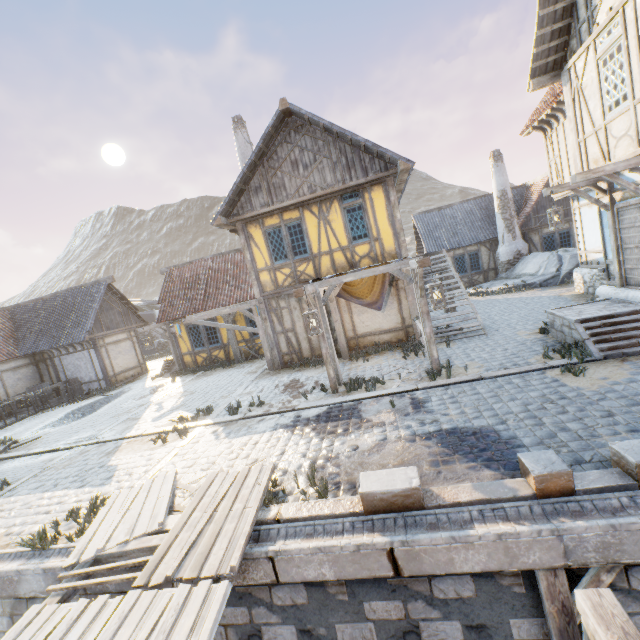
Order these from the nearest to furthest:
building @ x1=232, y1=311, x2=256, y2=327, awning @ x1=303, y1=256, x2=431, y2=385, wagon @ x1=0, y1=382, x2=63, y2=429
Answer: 1. awning @ x1=303, y1=256, x2=431, y2=385
2. wagon @ x1=0, y1=382, x2=63, y2=429
3. building @ x1=232, y1=311, x2=256, y2=327

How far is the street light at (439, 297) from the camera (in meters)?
6.52

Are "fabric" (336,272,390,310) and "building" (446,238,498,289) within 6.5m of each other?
no

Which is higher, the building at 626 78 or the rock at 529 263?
the building at 626 78

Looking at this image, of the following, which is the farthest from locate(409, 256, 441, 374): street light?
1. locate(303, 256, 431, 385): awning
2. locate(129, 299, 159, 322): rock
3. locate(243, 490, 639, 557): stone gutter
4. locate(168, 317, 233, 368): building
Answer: locate(129, 299, 159, 322): rock

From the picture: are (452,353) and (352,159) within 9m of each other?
yes

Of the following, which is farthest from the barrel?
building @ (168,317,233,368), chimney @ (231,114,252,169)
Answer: chimney @ (231,114,252,169)

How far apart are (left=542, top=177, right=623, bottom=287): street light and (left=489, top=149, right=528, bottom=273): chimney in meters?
12.0
